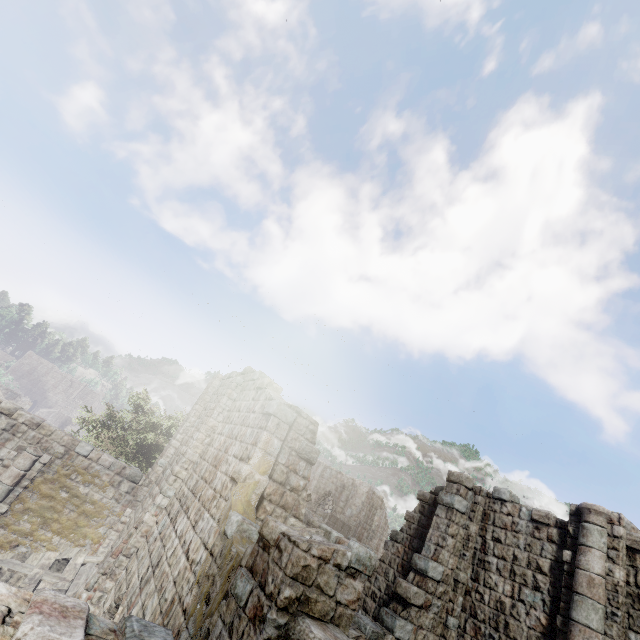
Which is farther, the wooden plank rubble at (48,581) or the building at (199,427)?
the wooden plank rubble at (48,581)

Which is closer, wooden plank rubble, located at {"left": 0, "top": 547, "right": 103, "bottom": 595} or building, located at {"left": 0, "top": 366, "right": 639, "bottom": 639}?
building, located at {"left": 0, "top": 366, "right": 639, "bottom": 639}

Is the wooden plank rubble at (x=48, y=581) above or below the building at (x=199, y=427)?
below

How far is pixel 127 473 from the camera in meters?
15.3 m

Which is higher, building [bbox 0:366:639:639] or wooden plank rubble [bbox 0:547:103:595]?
building [bbox 0:366:639:639]
